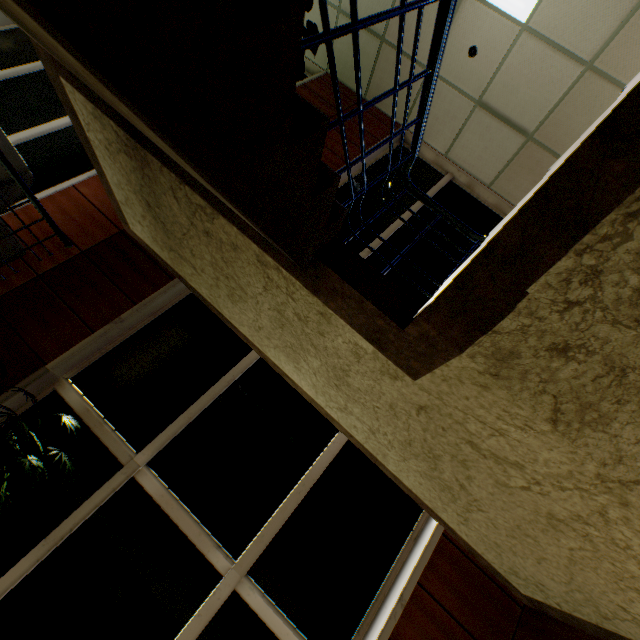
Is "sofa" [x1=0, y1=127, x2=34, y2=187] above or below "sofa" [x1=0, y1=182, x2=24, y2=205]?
above

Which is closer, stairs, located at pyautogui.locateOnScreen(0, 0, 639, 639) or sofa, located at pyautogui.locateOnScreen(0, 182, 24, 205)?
stairs, located at pyautogui.locateOnScreen(0, 0, 639, 639)

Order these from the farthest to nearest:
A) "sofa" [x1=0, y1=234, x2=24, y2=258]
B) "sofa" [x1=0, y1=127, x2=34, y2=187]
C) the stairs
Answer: "sofa" [x1=0, y1=234, x2=24, y2=258] < "sofa" [x1=0, y1=127, x2=34, y2=187] < the stairs

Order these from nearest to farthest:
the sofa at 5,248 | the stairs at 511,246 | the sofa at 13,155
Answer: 1. the stairs at 511,246
2. the sofa at 13,155
3. the sofa at 5,248

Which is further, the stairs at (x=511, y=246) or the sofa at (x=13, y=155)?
the sofa at (x=13, y=155)

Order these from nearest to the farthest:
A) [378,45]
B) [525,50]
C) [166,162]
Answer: [166,162] → [525,50] → [378,45]
